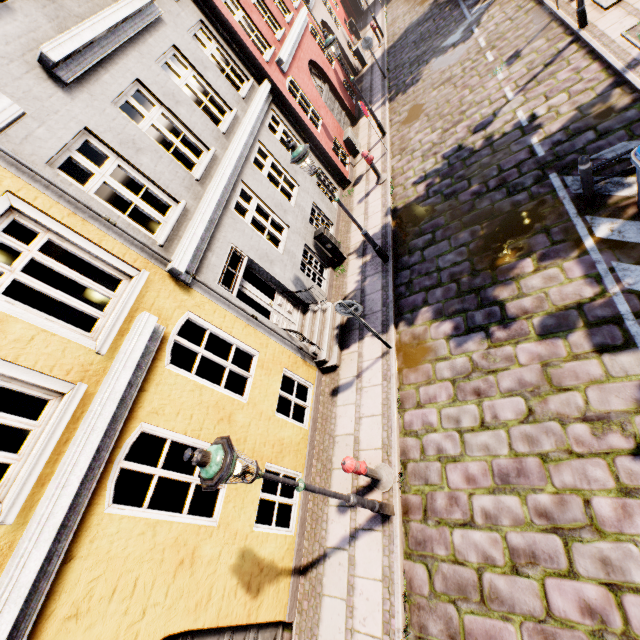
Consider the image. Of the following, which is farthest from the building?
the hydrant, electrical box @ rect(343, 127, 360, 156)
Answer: the hydrant

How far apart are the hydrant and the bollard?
6.16m

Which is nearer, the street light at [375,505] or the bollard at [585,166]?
the street light at [375,505]

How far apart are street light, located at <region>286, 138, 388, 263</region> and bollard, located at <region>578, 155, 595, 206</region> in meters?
4.2 m

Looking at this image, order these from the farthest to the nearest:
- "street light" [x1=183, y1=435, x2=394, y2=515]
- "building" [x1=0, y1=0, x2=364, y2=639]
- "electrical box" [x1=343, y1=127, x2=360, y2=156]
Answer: "electrical box" [x1=343, y1=127, x2=360, y2=156], "building" [x1=0, y1=0, x2=364, y2=639], "street light" [x1=183, y1=435, x2=394, y2=515]

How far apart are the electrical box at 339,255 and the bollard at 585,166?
5.8m

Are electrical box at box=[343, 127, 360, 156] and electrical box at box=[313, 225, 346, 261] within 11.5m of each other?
yes

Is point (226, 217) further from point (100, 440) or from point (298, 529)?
point (298, 529)
